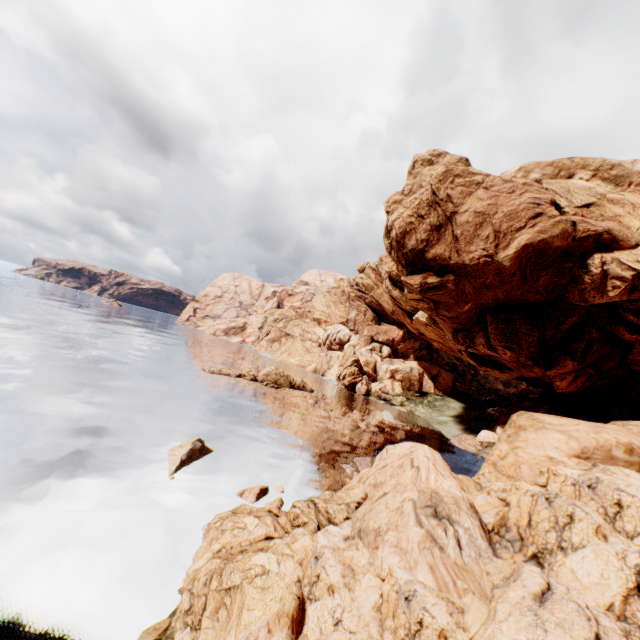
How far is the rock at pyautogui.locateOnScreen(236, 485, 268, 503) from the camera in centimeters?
1555cm

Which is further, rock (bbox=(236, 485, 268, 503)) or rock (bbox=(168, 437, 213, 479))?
rock (bbox=(168, 437, 213, 479))

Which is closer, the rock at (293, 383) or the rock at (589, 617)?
the rock at (589, 617)

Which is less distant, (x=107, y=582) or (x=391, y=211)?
(x=107, y=582)

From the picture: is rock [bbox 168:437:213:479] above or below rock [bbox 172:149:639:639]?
below

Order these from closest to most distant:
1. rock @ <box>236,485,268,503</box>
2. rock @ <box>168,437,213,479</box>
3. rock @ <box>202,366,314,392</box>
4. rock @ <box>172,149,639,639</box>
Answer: rock @ <box>172,149,639,639</box>
rock @ <box>236,485,268,503</box>
rock @ <box>168,437,213,479</box>
rock @ <box>202,366,314,392</box>

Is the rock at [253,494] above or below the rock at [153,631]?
above
